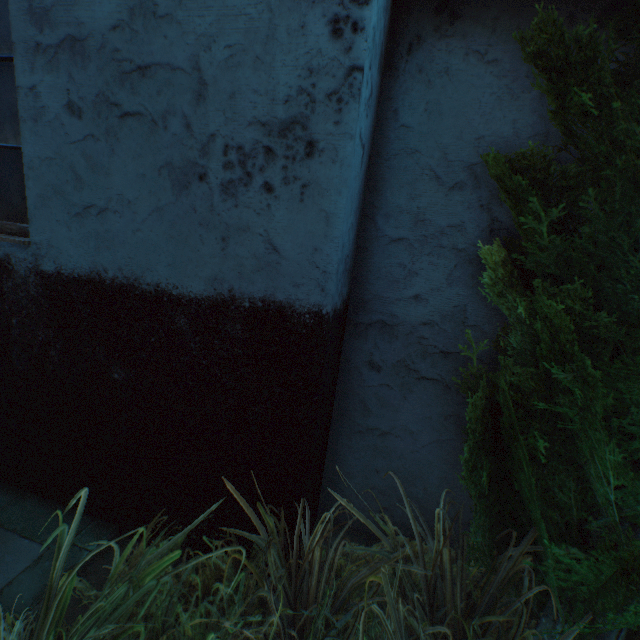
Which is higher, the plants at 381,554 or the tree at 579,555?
the tree at 579,555

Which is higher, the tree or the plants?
the tree

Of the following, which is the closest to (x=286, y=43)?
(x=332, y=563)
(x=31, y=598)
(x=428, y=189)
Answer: (x=428, y=189)
